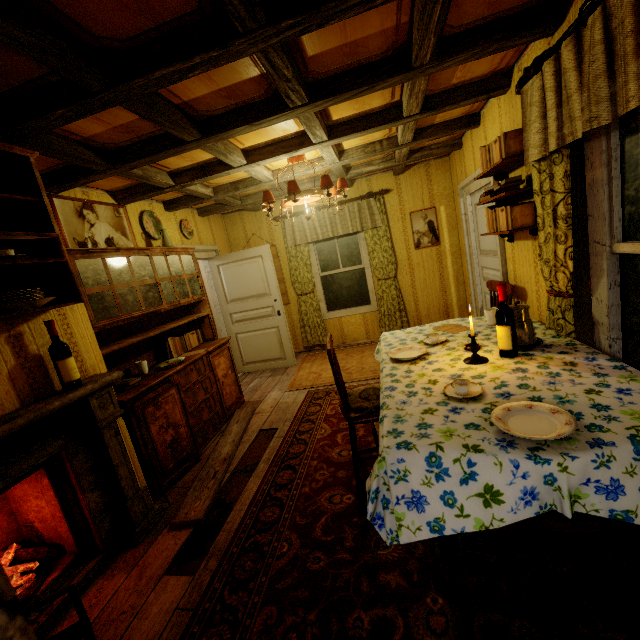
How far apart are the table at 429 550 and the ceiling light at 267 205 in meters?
2.3 m

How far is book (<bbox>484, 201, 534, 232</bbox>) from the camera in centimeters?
251cm

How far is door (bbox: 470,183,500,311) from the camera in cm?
395

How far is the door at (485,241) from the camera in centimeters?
395cm

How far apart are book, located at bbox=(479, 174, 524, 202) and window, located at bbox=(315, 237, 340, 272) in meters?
3.1 m

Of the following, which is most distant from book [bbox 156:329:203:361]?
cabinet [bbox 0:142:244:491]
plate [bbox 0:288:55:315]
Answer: plate [bbox 0:288:55:315]

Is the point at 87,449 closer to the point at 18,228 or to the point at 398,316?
the point at 18,228

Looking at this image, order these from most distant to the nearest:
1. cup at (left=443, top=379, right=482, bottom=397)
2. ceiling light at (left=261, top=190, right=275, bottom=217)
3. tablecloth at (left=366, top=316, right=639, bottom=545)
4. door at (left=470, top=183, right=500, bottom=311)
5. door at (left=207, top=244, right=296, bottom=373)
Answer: door at (left=207, top=244, right=296, bottom=373)
door at (left=470, top=183, right=500, bottom=311)
ceiling light at (left=261, top=190, right=275, bottom=217)
cup at (left=443, top=379, right=482, bottom=397)
tablecloth at (left=366, top=316, right=639, bottom=545)
